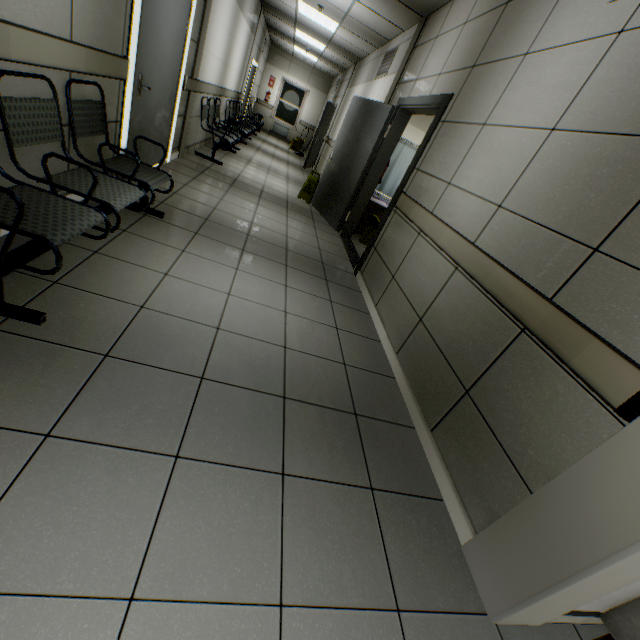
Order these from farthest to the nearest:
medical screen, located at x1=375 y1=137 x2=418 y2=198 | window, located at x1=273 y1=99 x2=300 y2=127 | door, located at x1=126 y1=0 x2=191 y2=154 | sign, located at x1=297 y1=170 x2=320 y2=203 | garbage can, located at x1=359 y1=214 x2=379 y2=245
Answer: window, located at x1=273 y1=99 x2=300 y2=127, medical screen, located at x1=375 y1=137 x2=418 y2=198, sign, located at x1=297 y1=170 x2=320 y2=203, garbage can, located at x1=359 y1=214 x2=379 y2=245, door, located at x1=126 y1=0 x2=191 y2=154

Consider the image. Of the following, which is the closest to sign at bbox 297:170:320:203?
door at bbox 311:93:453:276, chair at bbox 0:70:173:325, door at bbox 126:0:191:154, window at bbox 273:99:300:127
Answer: door at bbox 311:93:453:276

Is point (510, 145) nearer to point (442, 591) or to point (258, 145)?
point (442, 591)

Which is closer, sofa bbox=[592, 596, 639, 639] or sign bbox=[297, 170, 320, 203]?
sofa bbox=[592, 596, 639, 639]

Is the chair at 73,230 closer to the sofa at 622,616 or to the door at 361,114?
the door at 361,114

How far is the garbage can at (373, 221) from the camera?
5.65m

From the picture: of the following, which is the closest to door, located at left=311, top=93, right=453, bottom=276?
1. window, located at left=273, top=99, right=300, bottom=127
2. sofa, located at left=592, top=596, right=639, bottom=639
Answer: sofa, located at left=592, top=596, right=639, bottom=639

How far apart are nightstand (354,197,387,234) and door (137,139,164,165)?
3.2 meters
